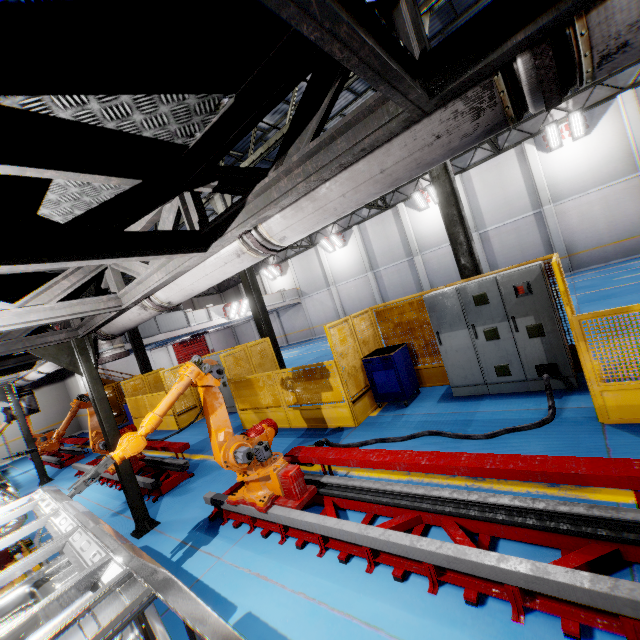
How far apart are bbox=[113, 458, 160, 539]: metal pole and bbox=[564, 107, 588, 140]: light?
22.2 meters

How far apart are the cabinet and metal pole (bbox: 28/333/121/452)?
6.0 meters

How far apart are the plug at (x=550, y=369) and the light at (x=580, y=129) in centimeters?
1755cm

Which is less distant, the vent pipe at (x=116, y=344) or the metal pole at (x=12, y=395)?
the vent pipe at (x=116, y=344)

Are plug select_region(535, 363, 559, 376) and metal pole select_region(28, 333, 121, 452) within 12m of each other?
yes

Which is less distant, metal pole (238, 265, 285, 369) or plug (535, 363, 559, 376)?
plug (535, 363, 559, 376)

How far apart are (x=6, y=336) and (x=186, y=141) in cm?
442

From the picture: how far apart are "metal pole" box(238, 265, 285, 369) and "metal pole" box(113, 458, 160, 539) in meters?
6.5
